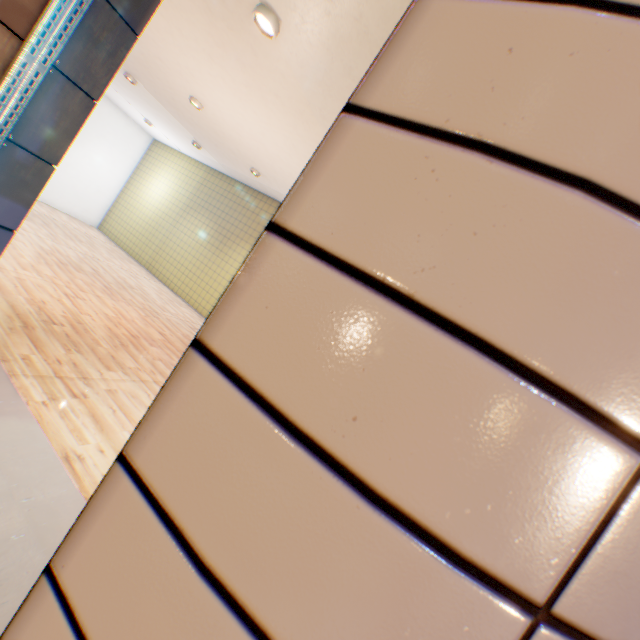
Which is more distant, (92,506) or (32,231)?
(32,231)
